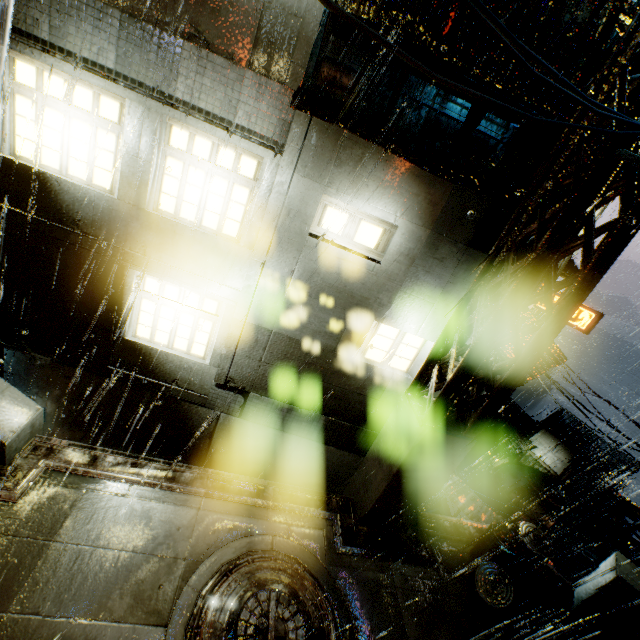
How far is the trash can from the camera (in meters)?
6.84

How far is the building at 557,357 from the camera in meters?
7.1 m

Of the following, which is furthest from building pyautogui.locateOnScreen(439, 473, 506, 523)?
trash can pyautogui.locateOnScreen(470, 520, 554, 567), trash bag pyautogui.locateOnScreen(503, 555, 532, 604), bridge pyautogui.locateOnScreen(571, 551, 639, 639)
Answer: trash bag pyautogui.locateOnScreen(503, 555, 532, 604)

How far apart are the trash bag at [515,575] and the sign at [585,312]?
20.63m

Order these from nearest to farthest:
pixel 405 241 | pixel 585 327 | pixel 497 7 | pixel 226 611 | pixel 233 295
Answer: pixel 226 611 < pixel 497 7 < pixel 405 241 < pixel 233 295 < pixel 585 327

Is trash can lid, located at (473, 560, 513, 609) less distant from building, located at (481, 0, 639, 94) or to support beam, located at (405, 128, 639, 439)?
building, located at (481, 0, 639, 94)

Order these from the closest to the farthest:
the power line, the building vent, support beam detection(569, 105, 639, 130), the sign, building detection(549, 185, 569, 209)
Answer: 1. the power line
2. support beam detection(569, 105, 639, 130)
3. building detection(549, 185, 569, 209)
4. the sign
5. the building vent

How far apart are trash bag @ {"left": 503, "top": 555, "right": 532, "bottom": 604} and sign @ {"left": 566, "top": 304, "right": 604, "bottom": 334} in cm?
2063
